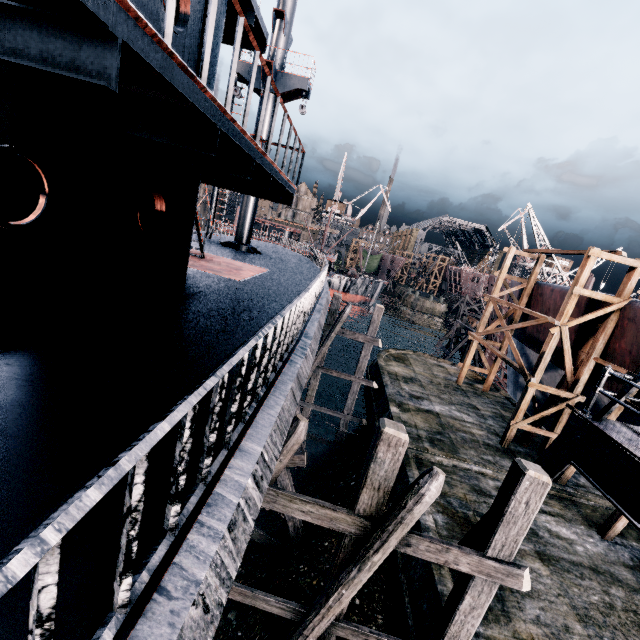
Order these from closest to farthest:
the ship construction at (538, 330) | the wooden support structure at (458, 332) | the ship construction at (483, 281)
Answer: the ship construction at (538, 330) → the ship construction at (483, 281) → the wooden support structure at (458, 332)

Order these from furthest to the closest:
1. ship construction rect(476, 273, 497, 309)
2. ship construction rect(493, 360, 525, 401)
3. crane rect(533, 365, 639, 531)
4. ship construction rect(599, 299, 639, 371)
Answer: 1. ship construction rect(476, 273, 497, 309)
2. ship construction rect(493, 360, 525, 401)
3. ship construction rect(599, 299, 639, 371)
4. crane rect(533, 365, 639, 531)

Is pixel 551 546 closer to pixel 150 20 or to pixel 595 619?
pixel 595 619

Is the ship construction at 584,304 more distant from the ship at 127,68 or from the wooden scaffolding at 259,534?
the wooden scaffolding at 259,534

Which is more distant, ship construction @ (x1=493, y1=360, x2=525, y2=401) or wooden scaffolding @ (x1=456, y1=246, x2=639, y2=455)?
ship construction @ (x1=493, y1=360, x2=525, y2=401)

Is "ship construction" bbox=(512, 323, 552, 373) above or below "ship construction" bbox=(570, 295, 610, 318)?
below

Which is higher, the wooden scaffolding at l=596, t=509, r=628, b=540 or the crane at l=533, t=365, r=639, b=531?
the crane at l=533, t=365, r=639, b=531
